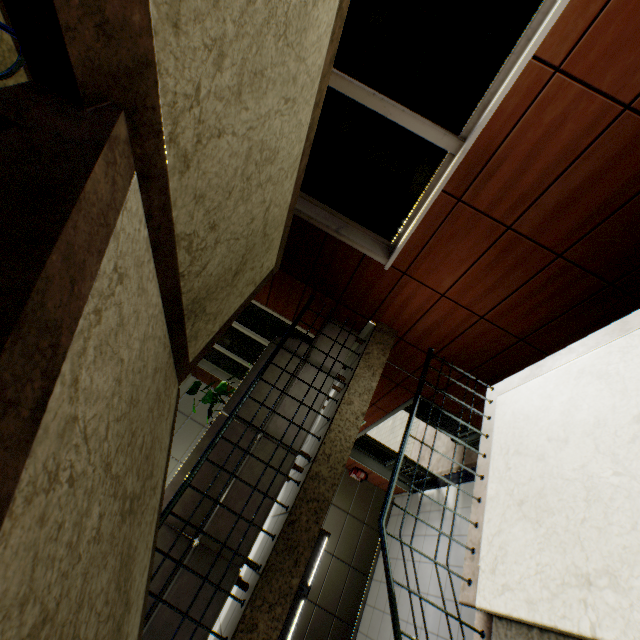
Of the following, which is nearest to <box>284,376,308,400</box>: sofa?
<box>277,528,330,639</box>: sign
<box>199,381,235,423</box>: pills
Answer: <box>199,381,235,423</box>: pills

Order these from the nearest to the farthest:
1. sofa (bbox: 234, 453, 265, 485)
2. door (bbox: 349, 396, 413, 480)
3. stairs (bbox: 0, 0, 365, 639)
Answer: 1. stairs (bbox: 0, 0, 365, 639)
2. sofa (bbox: 234, 453, 265, 485)
3. door (bbox: 349, 396, 413, 480)

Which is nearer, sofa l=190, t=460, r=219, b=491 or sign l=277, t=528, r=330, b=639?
sofa l=190, t=460, r=219, b=491

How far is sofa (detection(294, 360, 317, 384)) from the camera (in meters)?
3.97

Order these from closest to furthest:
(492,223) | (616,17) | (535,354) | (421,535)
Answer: (616,17), (492,223), (535,354), (421,535)

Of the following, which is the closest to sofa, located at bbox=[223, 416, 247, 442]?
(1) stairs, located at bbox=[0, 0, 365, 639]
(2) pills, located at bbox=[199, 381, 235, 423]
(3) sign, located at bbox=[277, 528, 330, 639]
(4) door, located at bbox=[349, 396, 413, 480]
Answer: (1) stairs, located at bbox=[0, 0, 365, 639]

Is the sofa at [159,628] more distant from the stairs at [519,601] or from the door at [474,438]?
the door at [474,438]

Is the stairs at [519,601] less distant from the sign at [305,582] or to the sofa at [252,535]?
the sofa at [252,535]
